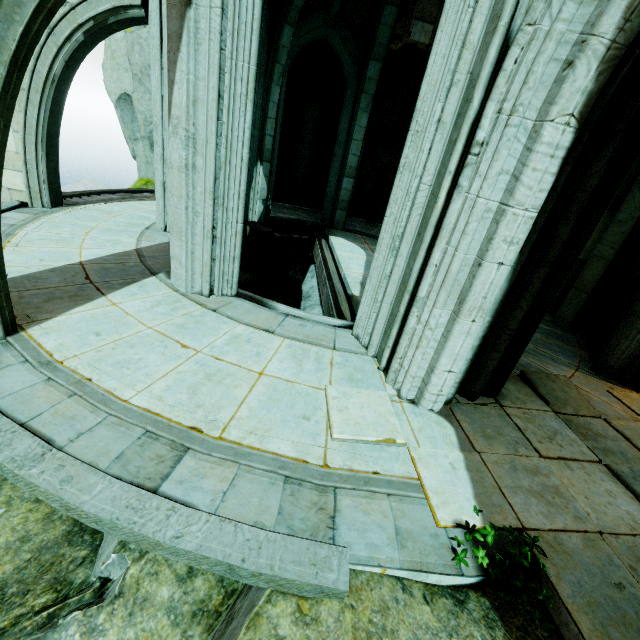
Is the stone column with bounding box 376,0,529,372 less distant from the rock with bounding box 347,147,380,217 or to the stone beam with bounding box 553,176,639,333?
the stone beam with bounding box 553,176,639,333

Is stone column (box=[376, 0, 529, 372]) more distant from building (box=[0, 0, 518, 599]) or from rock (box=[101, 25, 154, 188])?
rock (box=[101, 25, 154, 188])

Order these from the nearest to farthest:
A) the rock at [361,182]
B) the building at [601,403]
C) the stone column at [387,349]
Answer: the stone column at [387,349] < the building at [601,403] < the rock at [361,182]

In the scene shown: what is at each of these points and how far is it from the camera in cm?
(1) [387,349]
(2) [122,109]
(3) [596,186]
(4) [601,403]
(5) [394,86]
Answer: (1) stone column, 430
(2) rock, 1348
(3) archway, 319
(4) building, 488
(5) rock, 1215

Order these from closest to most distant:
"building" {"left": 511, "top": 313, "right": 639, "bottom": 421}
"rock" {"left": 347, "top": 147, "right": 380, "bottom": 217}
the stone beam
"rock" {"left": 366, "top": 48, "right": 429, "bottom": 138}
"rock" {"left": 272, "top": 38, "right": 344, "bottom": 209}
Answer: "building" {"left": 511, "top": 313, "right": 639, "bottom": 421}, the stone beam, "rock" {"left": 366, "top": 48, "right": 429, "bottom": 138}, "rock" {"left": 272, "top": 38, "right": 344, "bottom": 209}, "rock" {"left": 347, "top": 147, "right": 380, "bottom": 217}

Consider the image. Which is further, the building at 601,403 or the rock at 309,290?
the rock at 309,290

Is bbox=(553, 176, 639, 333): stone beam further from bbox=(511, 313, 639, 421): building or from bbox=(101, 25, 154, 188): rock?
bbox=(101, 25, 154, 188): rock

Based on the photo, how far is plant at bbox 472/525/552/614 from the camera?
2.20m
